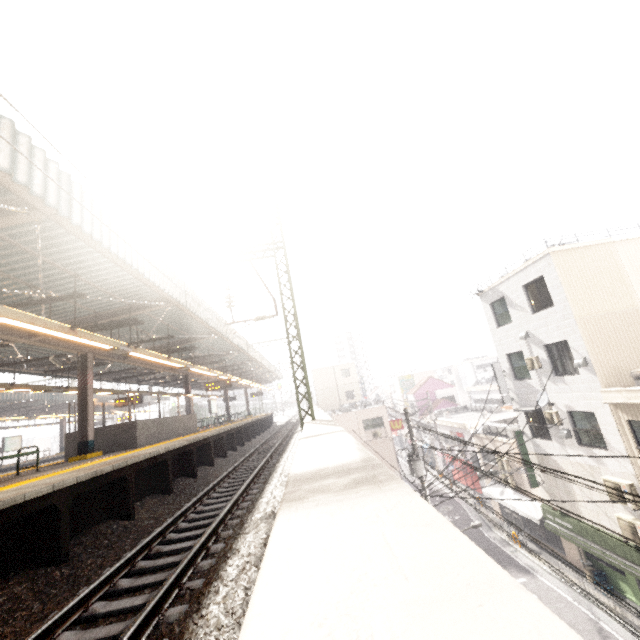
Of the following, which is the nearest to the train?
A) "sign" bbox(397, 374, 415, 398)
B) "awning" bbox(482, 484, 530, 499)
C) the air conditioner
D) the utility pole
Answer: "sign" bbox(397, 374, 415, 398)

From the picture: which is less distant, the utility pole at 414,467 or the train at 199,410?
the utility pole at 414,467

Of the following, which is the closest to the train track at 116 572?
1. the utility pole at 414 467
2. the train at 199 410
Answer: the utility pole at 414 467

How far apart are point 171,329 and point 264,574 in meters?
13.1

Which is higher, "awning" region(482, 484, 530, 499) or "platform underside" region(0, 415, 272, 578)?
"platform underside" region(0, 415, 272, 578)

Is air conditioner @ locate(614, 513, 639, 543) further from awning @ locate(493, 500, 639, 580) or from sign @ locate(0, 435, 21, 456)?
sign @ locate(0, 435, 21, 456)

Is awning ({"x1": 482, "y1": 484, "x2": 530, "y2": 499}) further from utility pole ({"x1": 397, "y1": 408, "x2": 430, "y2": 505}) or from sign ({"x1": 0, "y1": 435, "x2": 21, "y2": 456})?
sign ({"x1": 0, "y1": 435, "x2": 21, "y2": 456})

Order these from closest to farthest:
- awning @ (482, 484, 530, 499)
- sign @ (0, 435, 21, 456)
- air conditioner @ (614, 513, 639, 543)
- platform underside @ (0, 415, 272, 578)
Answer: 1. platform underside @ (0, 415, 272, 578)
2. air conditioner @ (614, 513, 639, 543)
3. awning @ (482, 484, 530, 499)
4. sign @ (0, 435, 21, 456)
